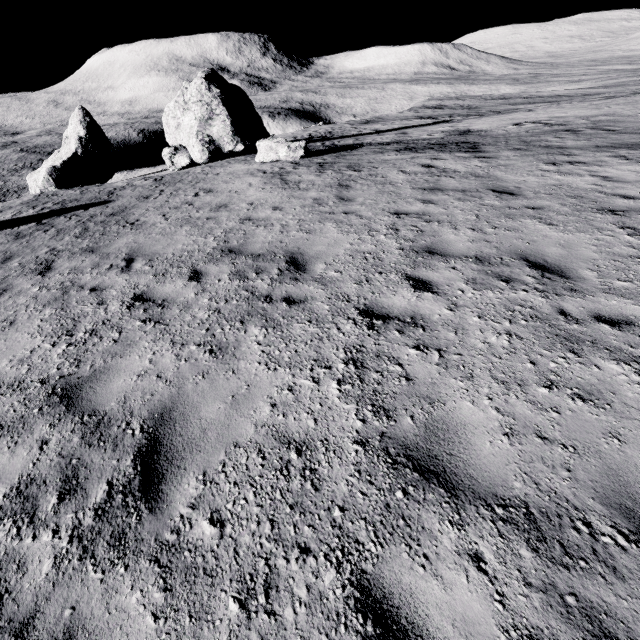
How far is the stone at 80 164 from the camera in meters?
24.8

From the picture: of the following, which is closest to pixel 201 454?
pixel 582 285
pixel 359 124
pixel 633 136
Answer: pixel 582 285

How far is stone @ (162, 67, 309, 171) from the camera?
17.5m

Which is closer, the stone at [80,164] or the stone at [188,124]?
the stone at [188,124]

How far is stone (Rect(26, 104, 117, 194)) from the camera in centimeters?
2480cm

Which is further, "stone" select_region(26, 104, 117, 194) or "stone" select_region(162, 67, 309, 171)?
"stone" select_region(26, 104, 117, 194)
